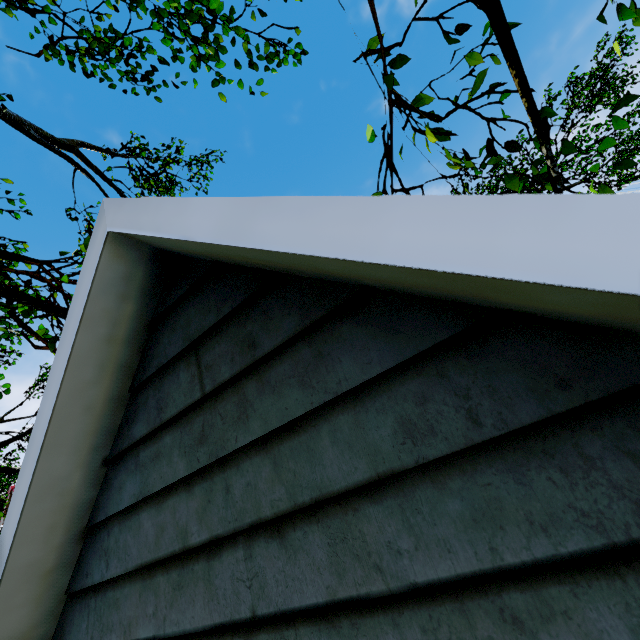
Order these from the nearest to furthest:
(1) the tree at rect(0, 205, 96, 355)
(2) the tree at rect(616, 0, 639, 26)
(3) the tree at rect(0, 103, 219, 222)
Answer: (2) the tree at rect(616, 0, 639, 26), (1) the tree at rect(0, 205, 96, 355), (3) the tree at rect(0, 103, 219, 222)

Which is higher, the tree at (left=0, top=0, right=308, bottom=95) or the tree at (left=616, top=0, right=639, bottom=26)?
the tree at (left=0, top=0, right=308, bottom=95)

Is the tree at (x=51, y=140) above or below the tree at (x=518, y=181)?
above

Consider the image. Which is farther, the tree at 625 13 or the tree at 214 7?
the tree at 214 7

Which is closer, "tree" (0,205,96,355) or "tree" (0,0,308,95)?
"tree" (0,205,96,355)

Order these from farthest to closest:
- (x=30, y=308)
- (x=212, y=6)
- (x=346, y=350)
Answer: (x=30, y=308), (x=212, y=6), (x=346, y=350)
